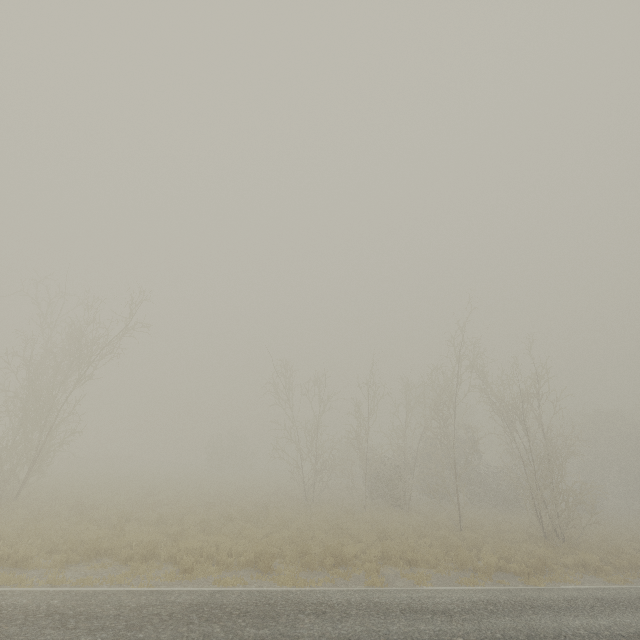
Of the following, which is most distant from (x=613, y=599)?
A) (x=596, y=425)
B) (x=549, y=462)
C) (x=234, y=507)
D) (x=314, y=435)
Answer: (x=596, y=425)

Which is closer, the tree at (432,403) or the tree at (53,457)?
the tree at (53,457)

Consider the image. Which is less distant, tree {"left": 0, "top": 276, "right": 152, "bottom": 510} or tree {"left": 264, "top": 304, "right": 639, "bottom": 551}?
tree {"left": 0, "top": 276, "right": 152, "bottom": 510}
